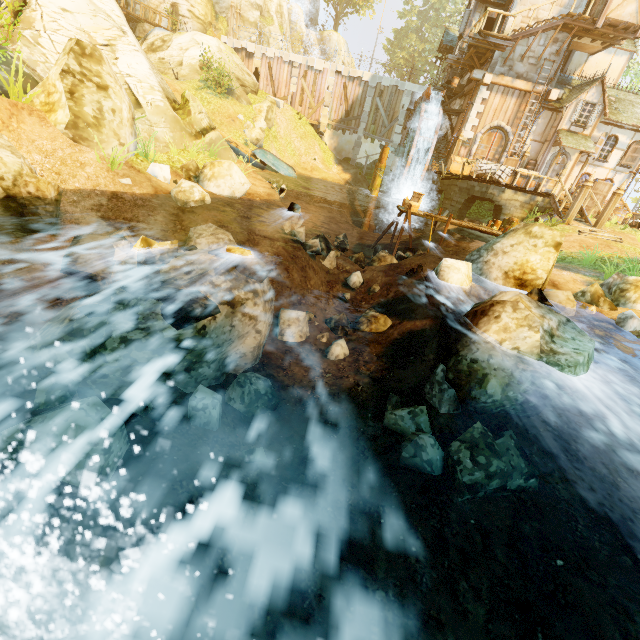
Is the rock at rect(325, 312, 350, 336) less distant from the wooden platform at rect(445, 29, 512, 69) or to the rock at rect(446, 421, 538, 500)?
the rock at rect(446, 421, 538, 500)

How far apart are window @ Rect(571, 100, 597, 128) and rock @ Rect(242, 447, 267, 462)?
25.8m

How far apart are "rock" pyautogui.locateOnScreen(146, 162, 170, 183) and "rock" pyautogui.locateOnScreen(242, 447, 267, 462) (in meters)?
8.55

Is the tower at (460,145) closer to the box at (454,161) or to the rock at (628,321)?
the box at (454,161)

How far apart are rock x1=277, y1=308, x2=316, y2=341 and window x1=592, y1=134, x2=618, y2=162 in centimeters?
2375cm

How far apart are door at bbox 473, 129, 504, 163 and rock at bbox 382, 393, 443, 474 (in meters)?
22.09

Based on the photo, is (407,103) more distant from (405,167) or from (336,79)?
(405,167)

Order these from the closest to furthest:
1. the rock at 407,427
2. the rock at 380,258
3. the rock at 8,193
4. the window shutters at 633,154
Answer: the rock at 407,427
the rock at 8,193
the rock at 380,258
the window shutters at 633,154
